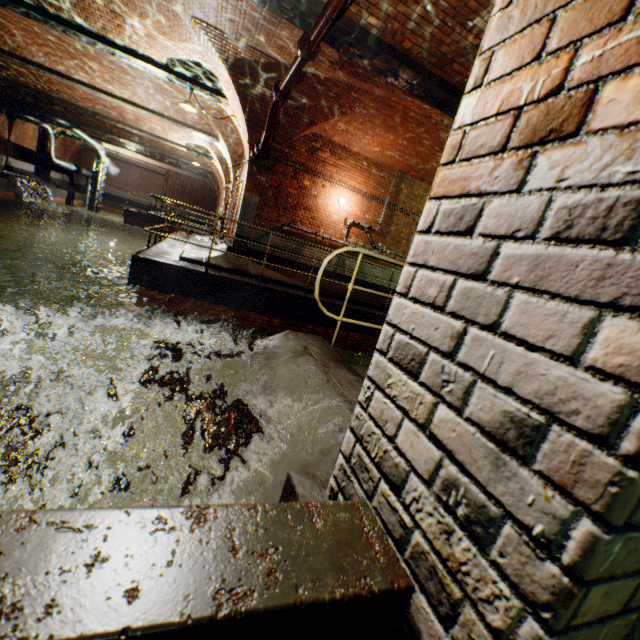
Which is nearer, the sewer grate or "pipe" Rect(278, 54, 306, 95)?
the sewer grate

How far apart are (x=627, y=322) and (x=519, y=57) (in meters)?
0.65

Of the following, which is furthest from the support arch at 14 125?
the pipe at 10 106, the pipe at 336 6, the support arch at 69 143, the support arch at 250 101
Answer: the pipe at 336 6

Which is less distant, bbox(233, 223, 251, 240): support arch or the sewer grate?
the sewer grate

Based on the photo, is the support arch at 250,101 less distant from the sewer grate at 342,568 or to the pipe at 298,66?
the pipe at 298,66

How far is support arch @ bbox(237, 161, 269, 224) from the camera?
9.0 meters

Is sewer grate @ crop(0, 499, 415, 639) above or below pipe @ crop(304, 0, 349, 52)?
below

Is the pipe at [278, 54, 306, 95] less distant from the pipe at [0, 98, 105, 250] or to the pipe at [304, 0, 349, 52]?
the pipe at [304, 0, 349, 52]
